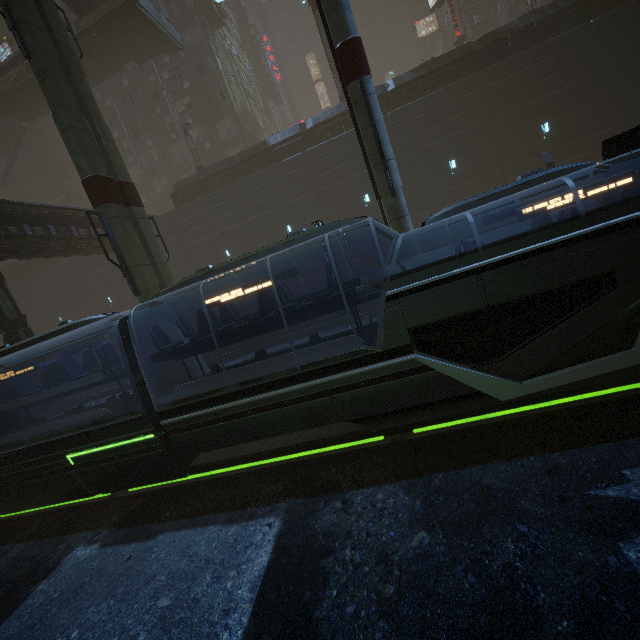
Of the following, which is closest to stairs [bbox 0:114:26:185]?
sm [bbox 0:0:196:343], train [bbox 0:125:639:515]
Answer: sm [bbox 0:0:196:343]

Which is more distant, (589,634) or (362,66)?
(362,66)

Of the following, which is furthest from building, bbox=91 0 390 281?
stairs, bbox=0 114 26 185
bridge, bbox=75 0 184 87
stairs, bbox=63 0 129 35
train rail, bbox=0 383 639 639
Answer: stairs, bbox=63 0 129 35

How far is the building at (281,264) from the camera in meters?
24.9 m

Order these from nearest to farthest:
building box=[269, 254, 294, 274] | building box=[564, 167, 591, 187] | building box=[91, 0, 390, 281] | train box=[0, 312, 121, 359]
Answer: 1. train box=[0, 312, 121, 359]
2. building box=[564, 167, 591, 187]
3. building box=[91, 0, 390, 281]
4. building box=[269, 254, 294, 274]

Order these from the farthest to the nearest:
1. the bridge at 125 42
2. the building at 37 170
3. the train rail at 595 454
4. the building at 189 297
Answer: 1. the building at 37 170
2. the building at 189 297
3. the bridge at 125 42
4. the train rail at 595 454

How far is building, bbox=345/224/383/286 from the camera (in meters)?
23.30
